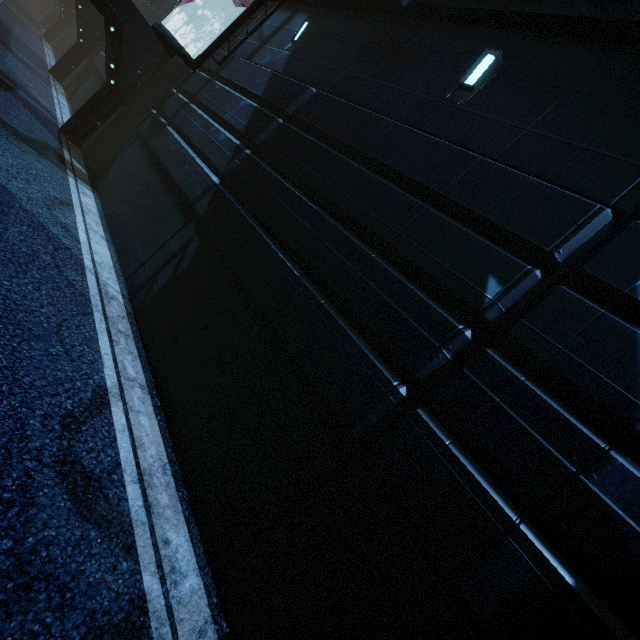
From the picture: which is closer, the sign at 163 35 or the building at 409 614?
the building at 409 614

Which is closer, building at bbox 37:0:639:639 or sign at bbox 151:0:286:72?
building at bbox 37:0:639:639

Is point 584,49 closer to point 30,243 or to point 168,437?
point 168,437
